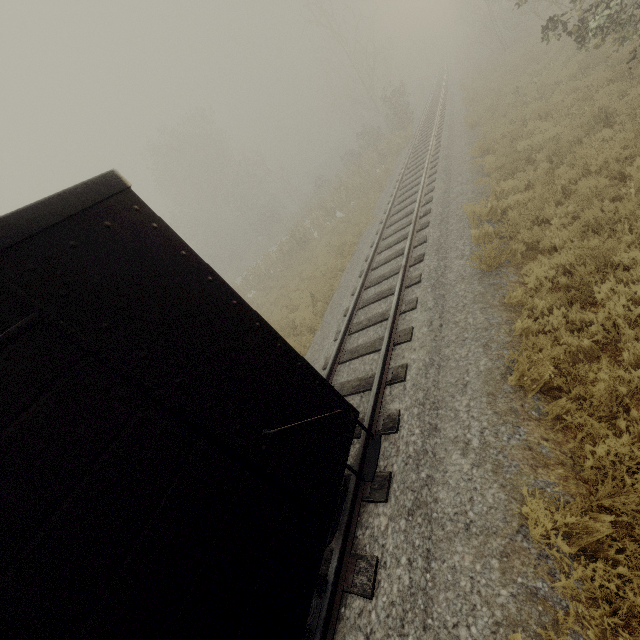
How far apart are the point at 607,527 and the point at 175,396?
4.03m
